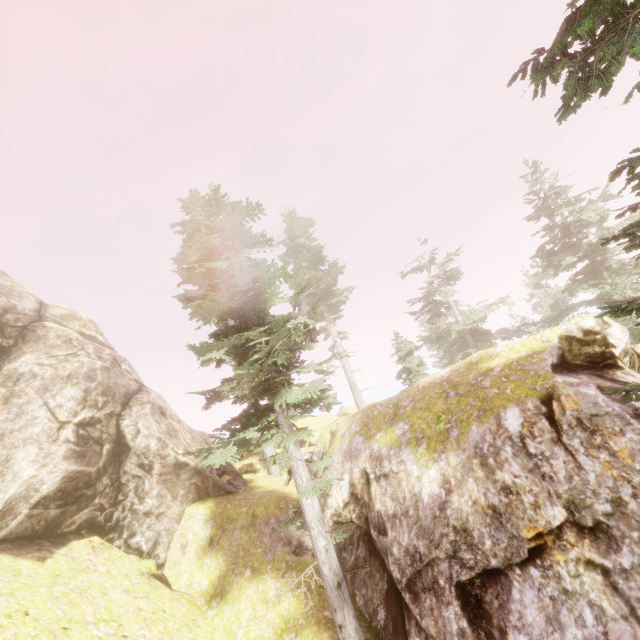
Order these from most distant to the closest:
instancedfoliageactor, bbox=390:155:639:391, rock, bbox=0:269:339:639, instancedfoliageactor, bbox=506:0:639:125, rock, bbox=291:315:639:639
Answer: rock, bbox=0:269:339:639 → rock, bbox=291:315:639:639 → instancedfoliageactor, bbox=390:155:639:391 → instancedfoliageactor, bbox=506:0:639:125

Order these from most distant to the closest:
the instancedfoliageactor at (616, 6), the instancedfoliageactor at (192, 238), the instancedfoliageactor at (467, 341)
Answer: the instancedfoliageactor at (192, 238), the instancedfoliageactor at (467, 341), the instancedfoliageactor at (616, 6)

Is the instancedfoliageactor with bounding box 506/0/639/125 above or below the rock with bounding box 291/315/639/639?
above

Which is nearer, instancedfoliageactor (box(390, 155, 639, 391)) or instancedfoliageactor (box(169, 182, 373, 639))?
instancedfoliageactor (box(390, 155, 639, 391))

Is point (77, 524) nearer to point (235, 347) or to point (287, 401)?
point (235, 347)

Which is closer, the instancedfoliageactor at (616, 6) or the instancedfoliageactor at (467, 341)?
the instancedfoliageactor at (616, 6)

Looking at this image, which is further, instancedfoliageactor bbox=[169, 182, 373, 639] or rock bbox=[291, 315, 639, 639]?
instancedfoliageactor bbox=[169, 182, 373, 639]
